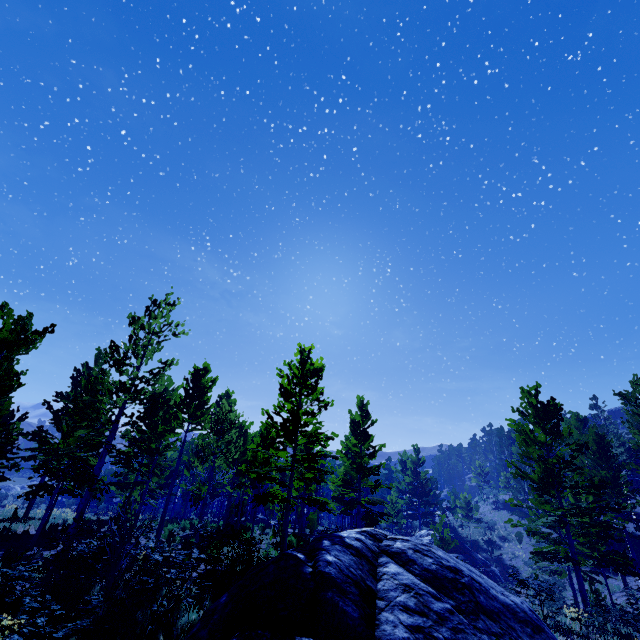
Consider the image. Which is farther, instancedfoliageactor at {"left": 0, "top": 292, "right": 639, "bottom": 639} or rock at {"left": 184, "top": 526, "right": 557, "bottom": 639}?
instancedfoliageactor at {"left": 0, "top": 292, "right": 639, "bottom": 639}

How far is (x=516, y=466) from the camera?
16.33m

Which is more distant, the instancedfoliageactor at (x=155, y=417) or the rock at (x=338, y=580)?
the instancedfoliageactor at (x=155, y=417)
